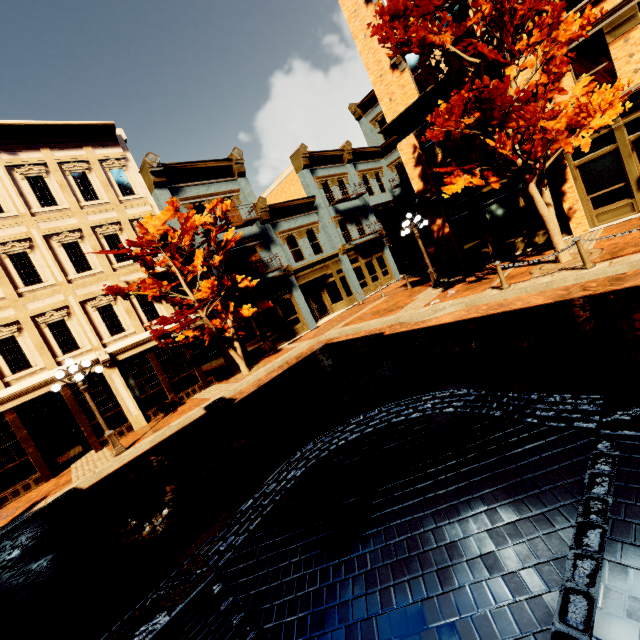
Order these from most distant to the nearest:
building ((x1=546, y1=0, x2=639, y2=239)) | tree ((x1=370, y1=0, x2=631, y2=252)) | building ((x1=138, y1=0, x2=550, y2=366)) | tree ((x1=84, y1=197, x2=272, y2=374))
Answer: building ((x1=138, y1=0, x2=550, y2=366))
tree ((x1=84, y1=197, x2=272, y2=374))
building ((x1=546, y1=0, x2=639, y2=239))
tree ((x1=370, y1=0, x2=631, y2=252))

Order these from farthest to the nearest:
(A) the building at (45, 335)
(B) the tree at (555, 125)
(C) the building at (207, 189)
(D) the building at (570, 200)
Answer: (C) the building at (207, 189), (A) the building at (45, 335), (D) the building at (570, 200), (B) the tree at (555, 125)

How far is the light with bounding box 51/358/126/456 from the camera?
10.4m

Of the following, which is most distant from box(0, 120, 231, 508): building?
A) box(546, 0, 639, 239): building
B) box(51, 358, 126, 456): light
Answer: box(546, 0, 639, 239): building

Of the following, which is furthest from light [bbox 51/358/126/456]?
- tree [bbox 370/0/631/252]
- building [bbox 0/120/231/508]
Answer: tree [bbox 370/0/631/252]

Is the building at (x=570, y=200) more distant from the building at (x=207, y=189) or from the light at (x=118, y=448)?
the light at (x=118, y=448)

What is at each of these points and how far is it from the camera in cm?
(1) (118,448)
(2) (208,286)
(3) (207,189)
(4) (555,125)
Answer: (1) light, 1102
(2) tree, 1263
(3) building, 1777
(4) tree, 791

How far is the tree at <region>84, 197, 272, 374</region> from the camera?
12.85m
